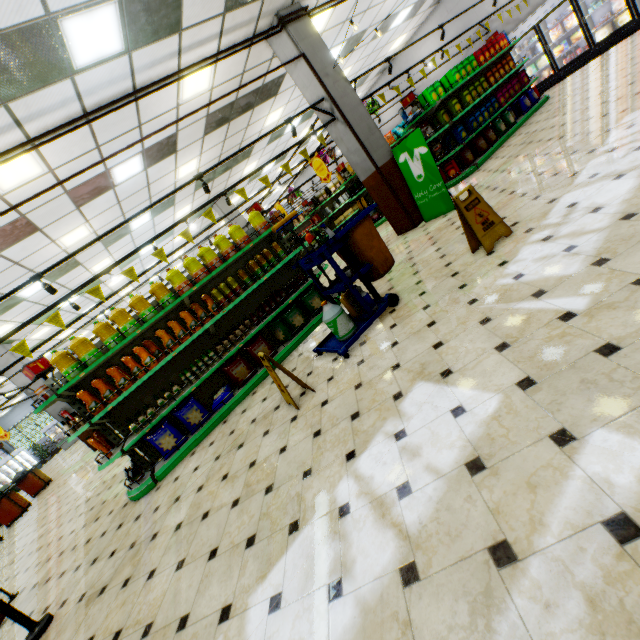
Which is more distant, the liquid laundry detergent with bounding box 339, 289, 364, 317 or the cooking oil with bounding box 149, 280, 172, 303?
the cooking oil with bounding box 149, 280, 172, 303

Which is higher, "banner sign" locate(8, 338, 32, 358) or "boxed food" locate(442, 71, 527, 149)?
"banner sign" locate(8, 338, 32, 358)

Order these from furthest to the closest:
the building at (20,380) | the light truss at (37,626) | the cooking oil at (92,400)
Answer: the building at (20,380) < the cooking oil at (92,400) < the light truss at (37,626)

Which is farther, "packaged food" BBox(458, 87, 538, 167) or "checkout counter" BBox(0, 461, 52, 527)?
"checkout counter" BBox(0, 461, 52, 527)

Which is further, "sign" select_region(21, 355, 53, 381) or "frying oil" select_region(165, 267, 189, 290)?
"frying oil" select_region(165, 267, 189, 290)

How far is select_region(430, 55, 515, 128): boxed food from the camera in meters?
8.0 m

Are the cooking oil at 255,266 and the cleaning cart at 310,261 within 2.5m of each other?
yes

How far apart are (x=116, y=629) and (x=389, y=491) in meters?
2.7 m
